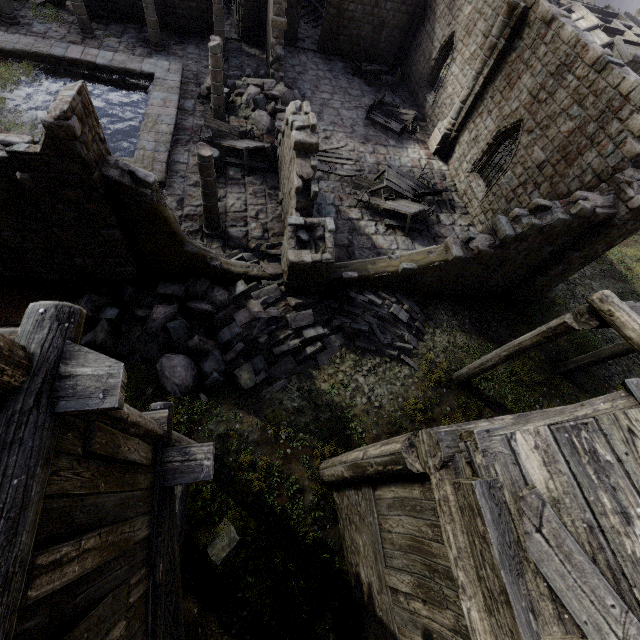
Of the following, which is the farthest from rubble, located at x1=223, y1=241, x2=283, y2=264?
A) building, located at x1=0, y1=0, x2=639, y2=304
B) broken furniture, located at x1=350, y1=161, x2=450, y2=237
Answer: broken furniture, located at x1=350, y1=161, x2=450, y2=237

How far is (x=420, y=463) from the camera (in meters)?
4.37

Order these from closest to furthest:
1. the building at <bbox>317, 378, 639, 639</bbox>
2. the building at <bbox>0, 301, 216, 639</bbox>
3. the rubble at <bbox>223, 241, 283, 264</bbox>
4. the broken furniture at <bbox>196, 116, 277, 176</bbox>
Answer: the building at <bbox>0, 301, 216, 639</bbox>
the building at <bbox>317, 378, 639, 639</bbox>
the rubble at <bbox>223, 241, 283, 264</bbox>
the broken furniture at <bbox>196, 116, 277, 176</bbox>

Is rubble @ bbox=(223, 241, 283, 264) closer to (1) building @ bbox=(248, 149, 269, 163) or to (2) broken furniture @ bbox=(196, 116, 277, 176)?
(1) building @ bbox=(248, 149, 269, 163)

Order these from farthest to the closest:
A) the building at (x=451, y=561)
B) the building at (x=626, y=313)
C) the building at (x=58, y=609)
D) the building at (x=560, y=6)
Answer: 1. the building at (x=560, y=6)
2. the building at (x=626, y=313)
3. the building at (x=451, y=561)
4. the building at (x=58, y=609)

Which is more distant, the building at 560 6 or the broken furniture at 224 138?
the broken furniture at 224 138

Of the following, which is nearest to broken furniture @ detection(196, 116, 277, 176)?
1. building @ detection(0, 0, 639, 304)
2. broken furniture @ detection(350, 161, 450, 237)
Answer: building @ detection(0, 0, 639, 304)
